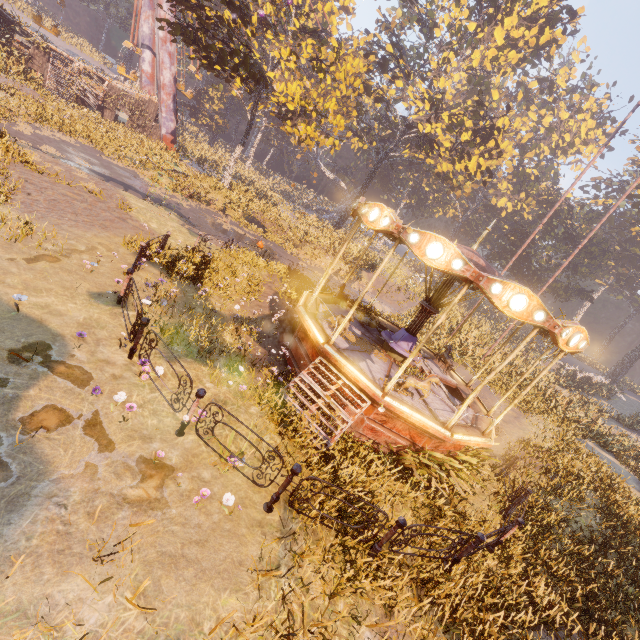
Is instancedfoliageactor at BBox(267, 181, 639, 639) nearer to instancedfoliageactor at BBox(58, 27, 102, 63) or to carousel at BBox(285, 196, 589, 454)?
carousel at BBox(285, 196, 589, 454)

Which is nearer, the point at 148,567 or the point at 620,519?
the point at 148,567

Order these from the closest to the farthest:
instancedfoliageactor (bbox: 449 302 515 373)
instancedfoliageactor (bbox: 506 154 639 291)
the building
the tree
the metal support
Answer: instancedfoliageactor (bbox: 449 302 515 373) → the tree → the building → the metal support → instancedfoliageactor (bbox: 506 154 639 291)

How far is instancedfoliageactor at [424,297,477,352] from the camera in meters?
18.8 m

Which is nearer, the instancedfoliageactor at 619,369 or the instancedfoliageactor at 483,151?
the instancedfoliageactor at 619,369

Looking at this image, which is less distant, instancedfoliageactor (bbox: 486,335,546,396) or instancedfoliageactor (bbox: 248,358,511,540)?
instancedfoliageactor (bbox: 248,358,511,540)
